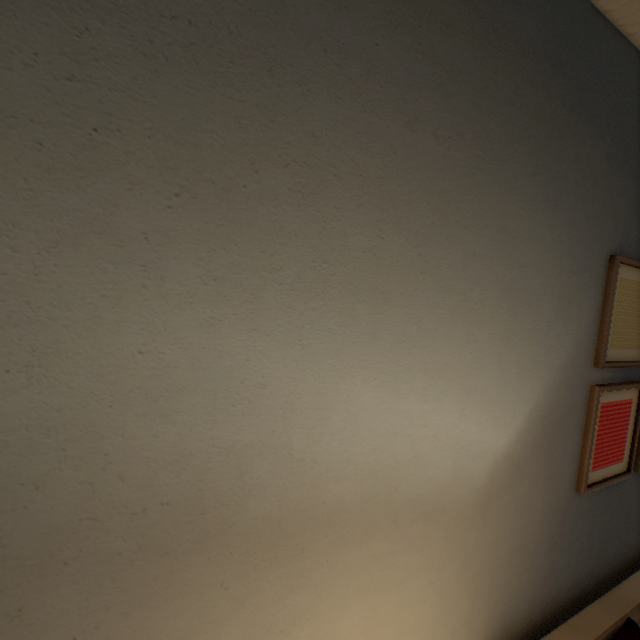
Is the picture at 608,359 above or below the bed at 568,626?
above

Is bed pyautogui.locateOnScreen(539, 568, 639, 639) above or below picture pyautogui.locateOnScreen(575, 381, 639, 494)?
below

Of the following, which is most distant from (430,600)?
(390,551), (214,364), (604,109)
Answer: (604,109)

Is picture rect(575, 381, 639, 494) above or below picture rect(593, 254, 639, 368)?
below
